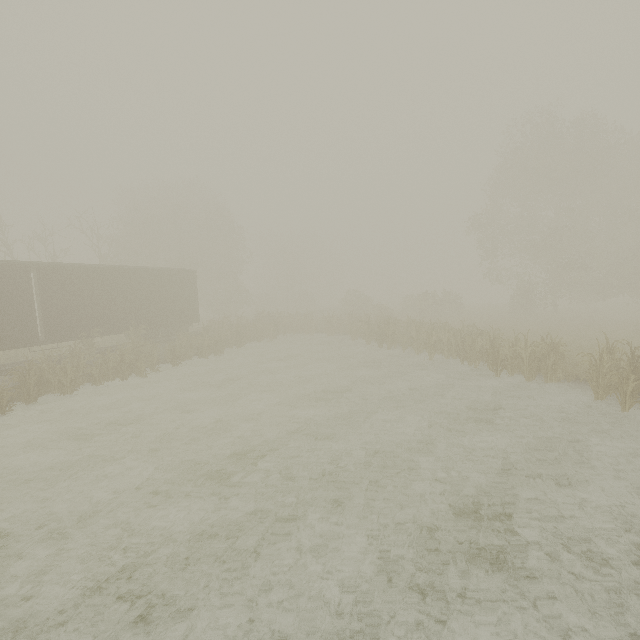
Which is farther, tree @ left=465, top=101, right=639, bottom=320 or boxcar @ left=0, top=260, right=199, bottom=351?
tree @ left=465, top=101, right=639, bottom=320

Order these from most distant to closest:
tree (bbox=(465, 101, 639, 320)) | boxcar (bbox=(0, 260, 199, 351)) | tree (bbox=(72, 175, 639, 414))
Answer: tree (bbox=(465, 101, 639, 320)) < boxcar (bbox=(0, 260, 199, 351)) < tree (bbox=(72, 175, 639, 414))

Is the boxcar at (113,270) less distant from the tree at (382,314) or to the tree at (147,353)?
the tree at (147,353)

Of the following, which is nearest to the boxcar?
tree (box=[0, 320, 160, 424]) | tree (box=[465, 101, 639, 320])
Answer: tree (box=[0, 320, 160, 424])

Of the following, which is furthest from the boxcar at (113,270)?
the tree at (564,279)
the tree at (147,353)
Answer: the tree at (564,279)

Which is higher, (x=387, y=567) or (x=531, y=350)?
(x=531, y=350)

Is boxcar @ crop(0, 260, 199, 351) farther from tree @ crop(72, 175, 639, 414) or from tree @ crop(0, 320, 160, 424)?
tree @ crop(72, 175, 639, 414)
